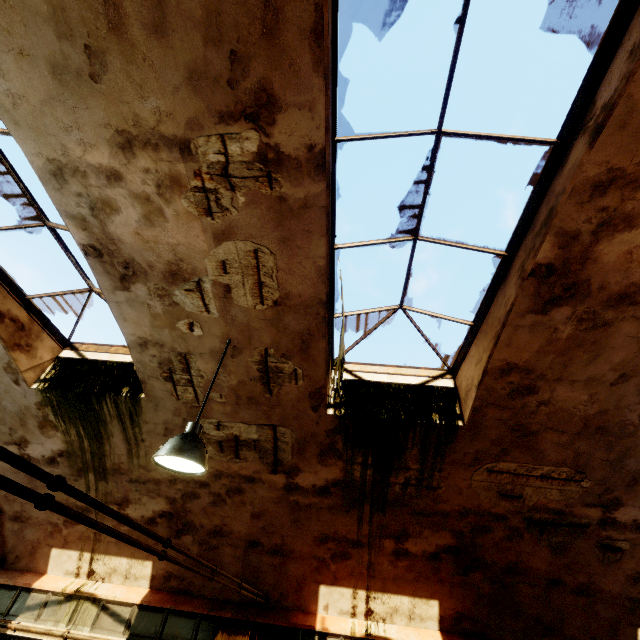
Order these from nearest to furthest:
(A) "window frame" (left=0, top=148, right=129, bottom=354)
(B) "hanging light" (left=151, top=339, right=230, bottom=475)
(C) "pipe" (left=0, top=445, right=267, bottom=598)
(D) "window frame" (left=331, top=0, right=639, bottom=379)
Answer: (C) "pipe" (left=0, top=445, right=267, bottom=598) < (D) "window frame" (left=331, top=0, right=639, bottom=379) < (B) "hanging light" (left=151, top=339, right=230, bottom=475) < (A) "window frame" (left=0, top=148, right=129, bottom=354)

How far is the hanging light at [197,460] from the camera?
3.10m

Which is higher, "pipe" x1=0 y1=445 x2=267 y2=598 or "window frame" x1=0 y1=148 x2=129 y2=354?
"window frame" x1=0 y1=148 x2=129 y2=354

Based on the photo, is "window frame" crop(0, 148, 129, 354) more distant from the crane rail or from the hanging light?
the crane rail

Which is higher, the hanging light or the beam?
the hanging light

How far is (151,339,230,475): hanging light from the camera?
3.1m

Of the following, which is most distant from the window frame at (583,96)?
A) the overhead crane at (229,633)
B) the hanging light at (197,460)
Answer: the overhead crane at (229,633)

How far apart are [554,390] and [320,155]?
4.2 meters
